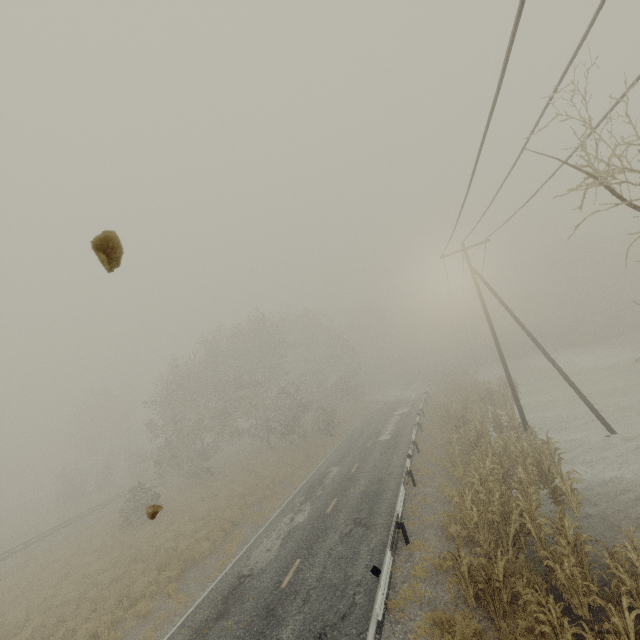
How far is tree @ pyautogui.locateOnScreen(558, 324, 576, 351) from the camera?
46.53m

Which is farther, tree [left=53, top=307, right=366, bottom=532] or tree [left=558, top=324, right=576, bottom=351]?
tree [left=558, top=324, right=576, bottom=351]

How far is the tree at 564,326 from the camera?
46.5m

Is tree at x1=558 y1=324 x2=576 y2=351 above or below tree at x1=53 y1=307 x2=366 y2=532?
below

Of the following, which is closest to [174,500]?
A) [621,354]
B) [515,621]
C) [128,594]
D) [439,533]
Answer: [128,594]

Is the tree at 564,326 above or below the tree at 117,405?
below

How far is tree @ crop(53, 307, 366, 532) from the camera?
29.2 meters
